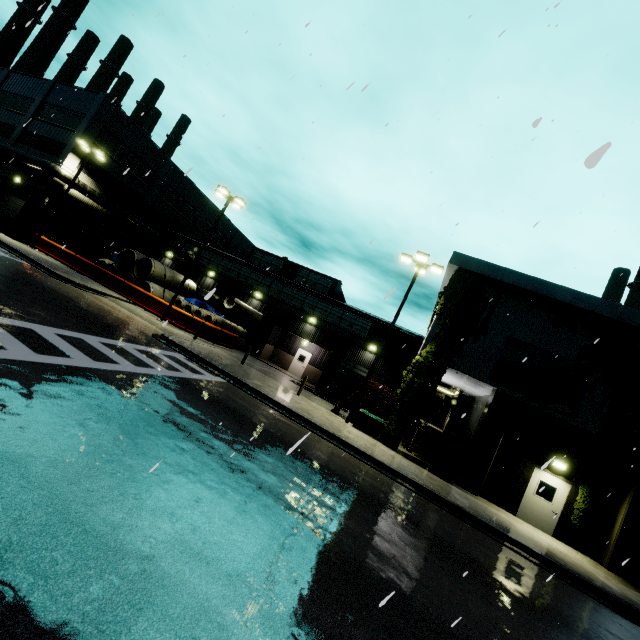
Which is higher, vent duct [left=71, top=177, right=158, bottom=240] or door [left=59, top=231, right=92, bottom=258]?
vent duct [left=71, top=177, right=158, bottom=240]

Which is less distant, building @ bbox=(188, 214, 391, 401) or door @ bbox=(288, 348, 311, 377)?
building @ bbox=(188, 214, 391, 401)

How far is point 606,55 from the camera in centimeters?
761cm

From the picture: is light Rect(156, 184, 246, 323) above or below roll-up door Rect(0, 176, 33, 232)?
above

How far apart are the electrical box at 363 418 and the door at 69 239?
19.50m

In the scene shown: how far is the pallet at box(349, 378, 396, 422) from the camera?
18.1m

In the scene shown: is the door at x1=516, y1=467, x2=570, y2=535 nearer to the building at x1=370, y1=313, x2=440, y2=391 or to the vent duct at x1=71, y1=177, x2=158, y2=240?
the building at x1=370, y1=313, x2=440, y2=391

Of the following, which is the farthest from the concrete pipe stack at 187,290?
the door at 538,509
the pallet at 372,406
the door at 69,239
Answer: the door at 538,509
